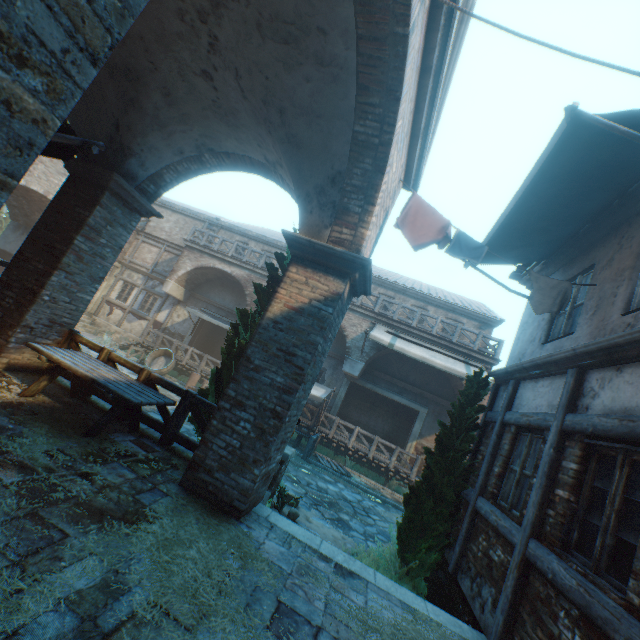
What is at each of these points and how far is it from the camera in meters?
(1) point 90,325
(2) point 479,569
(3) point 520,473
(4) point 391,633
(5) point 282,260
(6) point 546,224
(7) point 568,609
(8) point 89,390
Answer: (1) stairs, 20.2 m
(2) building, 5.0 m
(3) building, 5.2 m
(4) straw, 3.4 m
(5) tree, 7.4 m
(6) awning, 5.3 m
(7) building, 3.2 m
(8) fence, 6.1 m

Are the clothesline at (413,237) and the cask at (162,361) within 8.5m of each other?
no

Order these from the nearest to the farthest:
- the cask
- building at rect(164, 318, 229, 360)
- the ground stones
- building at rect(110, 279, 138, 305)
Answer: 1. the ground stones
2. the cask
3. building at rect(164, 318, 229, 360)
4. building at rect(110, 279, 138, 305)

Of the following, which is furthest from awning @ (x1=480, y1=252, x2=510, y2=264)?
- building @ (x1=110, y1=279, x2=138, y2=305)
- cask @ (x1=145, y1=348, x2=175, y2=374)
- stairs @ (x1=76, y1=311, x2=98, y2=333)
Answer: stairs @ (x1=76, y1=311, x2=98, y2=333)

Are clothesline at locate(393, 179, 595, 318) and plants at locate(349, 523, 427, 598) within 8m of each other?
yes

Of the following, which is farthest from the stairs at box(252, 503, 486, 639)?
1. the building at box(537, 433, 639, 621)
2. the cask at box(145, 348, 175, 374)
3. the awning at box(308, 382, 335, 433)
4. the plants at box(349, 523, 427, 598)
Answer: the cask at box(145, 348, 175, 374)

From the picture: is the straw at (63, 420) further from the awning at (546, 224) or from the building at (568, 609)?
the awning at (546, 224)

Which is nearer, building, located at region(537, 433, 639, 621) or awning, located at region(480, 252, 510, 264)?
building, located at region(537, 433, 639, 621)
